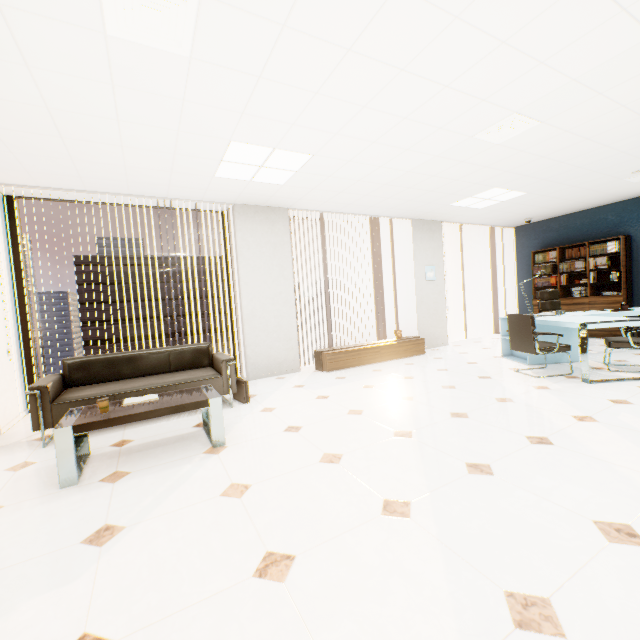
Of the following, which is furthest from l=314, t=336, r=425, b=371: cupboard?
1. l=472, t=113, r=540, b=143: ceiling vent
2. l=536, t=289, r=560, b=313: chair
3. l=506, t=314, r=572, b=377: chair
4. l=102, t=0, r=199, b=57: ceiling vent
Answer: l=102, t=0, r=199, b=57: ceiling vent

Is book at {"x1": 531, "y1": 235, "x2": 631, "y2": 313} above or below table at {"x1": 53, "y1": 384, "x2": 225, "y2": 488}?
above

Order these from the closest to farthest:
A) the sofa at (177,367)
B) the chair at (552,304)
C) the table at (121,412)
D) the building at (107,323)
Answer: the table at (121,412) < the sofa at (177,367) < the chair at (552,304) < the building at (107,323)

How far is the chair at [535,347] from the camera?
4.3m

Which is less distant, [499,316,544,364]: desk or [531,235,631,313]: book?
[499,316,544,364]: desk

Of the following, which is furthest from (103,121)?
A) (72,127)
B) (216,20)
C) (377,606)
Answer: (377,606)

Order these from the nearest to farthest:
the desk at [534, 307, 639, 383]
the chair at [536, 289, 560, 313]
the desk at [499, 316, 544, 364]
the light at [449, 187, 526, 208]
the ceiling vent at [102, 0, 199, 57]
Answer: the ceiling vent at [102, 0, 199, 57] → the desk at [534, 307, 639, 383] → the desk at [499, 316, 544, 364] → the light at [449, 187, 526, 208] → the chair at [536, 289, 560, 313]

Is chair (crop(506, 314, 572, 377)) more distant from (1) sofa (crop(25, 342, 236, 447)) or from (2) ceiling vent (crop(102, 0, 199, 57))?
(2) ceiling vent (crop(102, 0, 199, 57))
